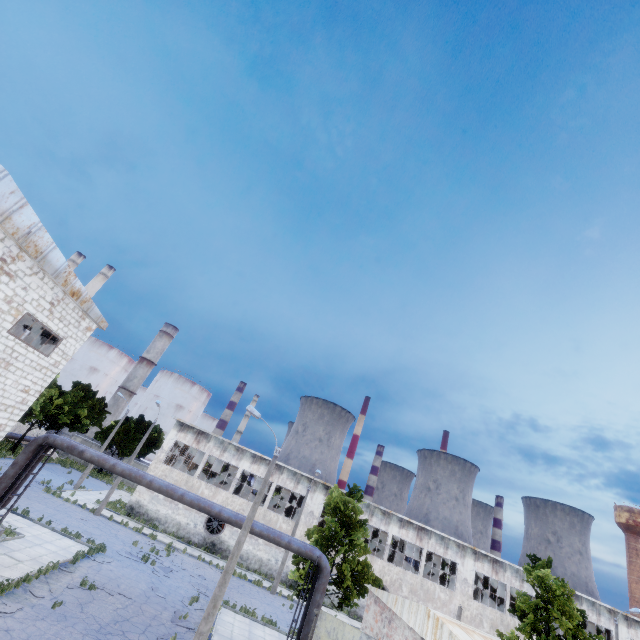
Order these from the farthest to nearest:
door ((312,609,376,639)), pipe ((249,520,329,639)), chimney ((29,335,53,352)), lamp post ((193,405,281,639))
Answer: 1. chimney ((29,335,53,352))
2. pipe ((249,520,329,639))
3. lamp post ((193,405,281,639))
4. door ((312,609,376,639))

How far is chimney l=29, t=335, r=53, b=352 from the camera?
56.66m

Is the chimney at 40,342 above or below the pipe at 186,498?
above

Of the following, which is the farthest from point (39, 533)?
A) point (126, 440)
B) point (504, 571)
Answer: point (504, 571)

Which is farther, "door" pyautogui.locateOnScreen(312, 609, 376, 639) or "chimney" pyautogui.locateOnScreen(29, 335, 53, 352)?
"chimney" pyautogui.locateOnScreen(29, 335, 53, 352)

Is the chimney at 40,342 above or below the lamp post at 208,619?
above

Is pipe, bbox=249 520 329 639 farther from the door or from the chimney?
the chimney

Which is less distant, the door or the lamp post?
the door
